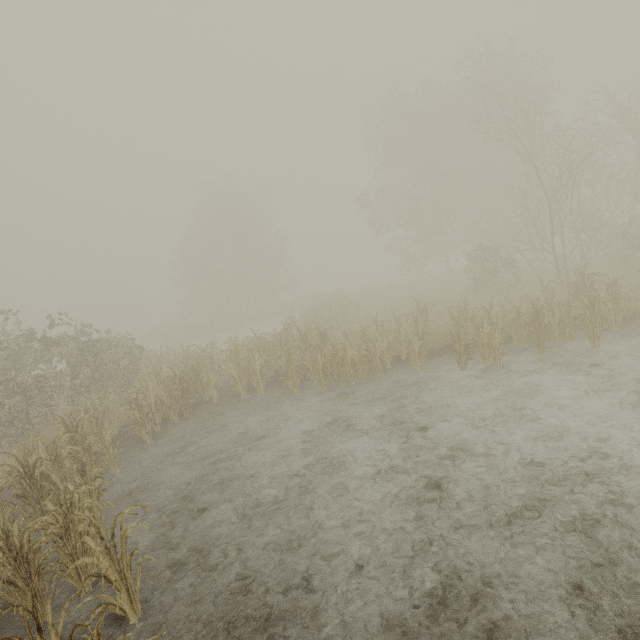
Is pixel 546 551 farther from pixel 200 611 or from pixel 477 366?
pixel 477 366
